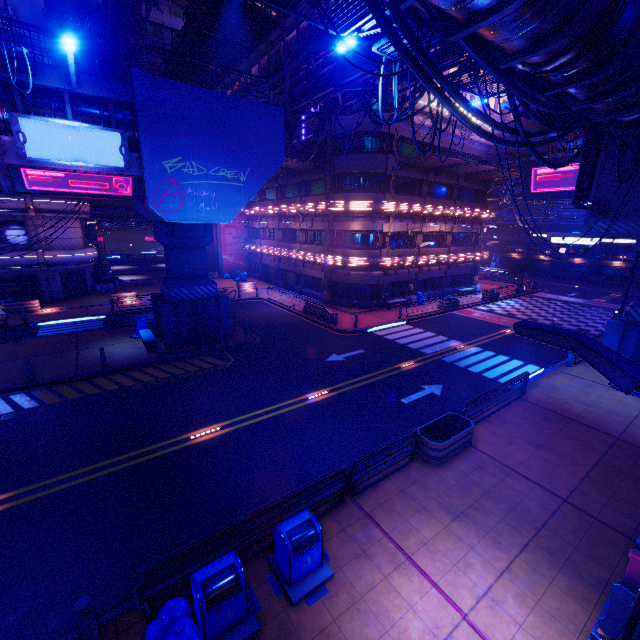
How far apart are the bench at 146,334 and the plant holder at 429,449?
15.3m

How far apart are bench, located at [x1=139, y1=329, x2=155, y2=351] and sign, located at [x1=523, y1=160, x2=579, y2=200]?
41.8 meters

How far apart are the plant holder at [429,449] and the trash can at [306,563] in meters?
4.5

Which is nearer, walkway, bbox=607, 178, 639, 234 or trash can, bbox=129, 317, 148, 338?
walkway, bbox=607, 178, 639, 234

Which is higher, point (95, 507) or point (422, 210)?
point (422, 210)

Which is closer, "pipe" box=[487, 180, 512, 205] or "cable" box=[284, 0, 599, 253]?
"cable" box=[284, 0, 599, 253]

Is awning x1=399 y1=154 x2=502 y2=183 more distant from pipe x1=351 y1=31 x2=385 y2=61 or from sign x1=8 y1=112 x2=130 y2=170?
sign x1=8 y1=112 x2=130 y2=170

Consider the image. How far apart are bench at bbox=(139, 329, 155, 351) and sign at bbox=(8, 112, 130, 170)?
9.0m
